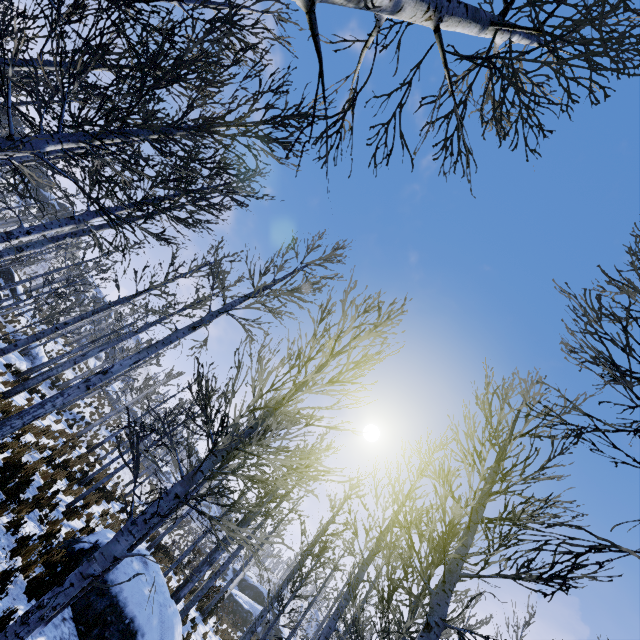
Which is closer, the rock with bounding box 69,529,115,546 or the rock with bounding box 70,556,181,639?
the rock with bounding box 70,556,181,639

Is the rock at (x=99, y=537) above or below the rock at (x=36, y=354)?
below

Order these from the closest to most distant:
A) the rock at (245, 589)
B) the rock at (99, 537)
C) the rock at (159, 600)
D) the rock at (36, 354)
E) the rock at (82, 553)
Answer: the rock at (159, 600), the rock at (82, 553), the rock at (99, 537), the rock at (36, 354), the rock at (245, 589)

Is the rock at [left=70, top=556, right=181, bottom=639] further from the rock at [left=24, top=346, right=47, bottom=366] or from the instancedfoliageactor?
the rock at [left=24, top=346, right=47, bottom=366]

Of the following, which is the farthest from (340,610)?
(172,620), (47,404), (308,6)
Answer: (308,6)

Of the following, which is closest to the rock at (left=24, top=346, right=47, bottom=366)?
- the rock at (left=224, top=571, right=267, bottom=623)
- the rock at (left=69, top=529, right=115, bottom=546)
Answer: the rock at (left=69, top=529, right=115, bottom=546)

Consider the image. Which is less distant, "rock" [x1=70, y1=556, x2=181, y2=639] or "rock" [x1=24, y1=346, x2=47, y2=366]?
"rock" [x1=70, y1=556, x2=181, y2=639]
